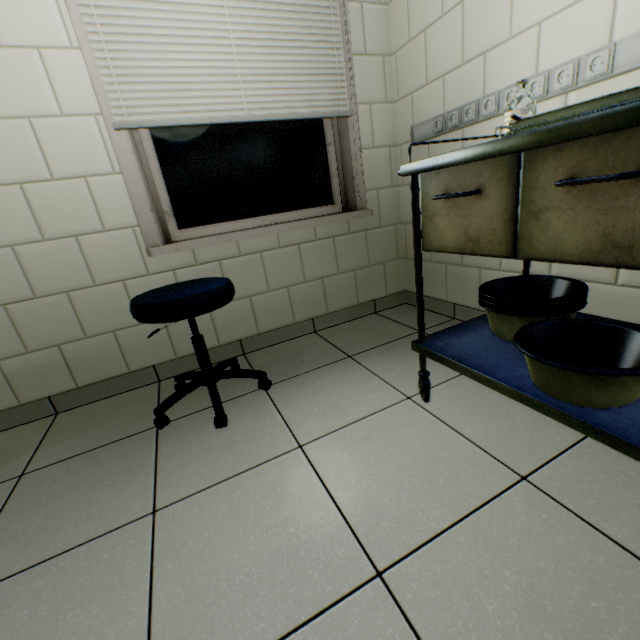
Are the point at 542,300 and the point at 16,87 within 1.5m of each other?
no

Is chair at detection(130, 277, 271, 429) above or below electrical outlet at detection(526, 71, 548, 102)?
below

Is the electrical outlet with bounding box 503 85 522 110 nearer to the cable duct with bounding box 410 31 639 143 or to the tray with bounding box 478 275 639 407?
the cable duct with bounding box 410 31 639 143

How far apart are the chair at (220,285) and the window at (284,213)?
0.6m

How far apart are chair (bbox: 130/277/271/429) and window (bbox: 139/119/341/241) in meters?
0.6

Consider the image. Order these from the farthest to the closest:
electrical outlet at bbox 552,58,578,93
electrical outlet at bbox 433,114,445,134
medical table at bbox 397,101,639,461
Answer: electrical outlet at bbox 433,114,445,134 < electrical outlet at bbox 552,58,578,93 < medical table at bbox 397,101,639,461

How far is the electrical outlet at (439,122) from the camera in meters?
1.7 m

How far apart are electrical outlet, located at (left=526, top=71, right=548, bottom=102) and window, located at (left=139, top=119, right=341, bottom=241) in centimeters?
61cm
